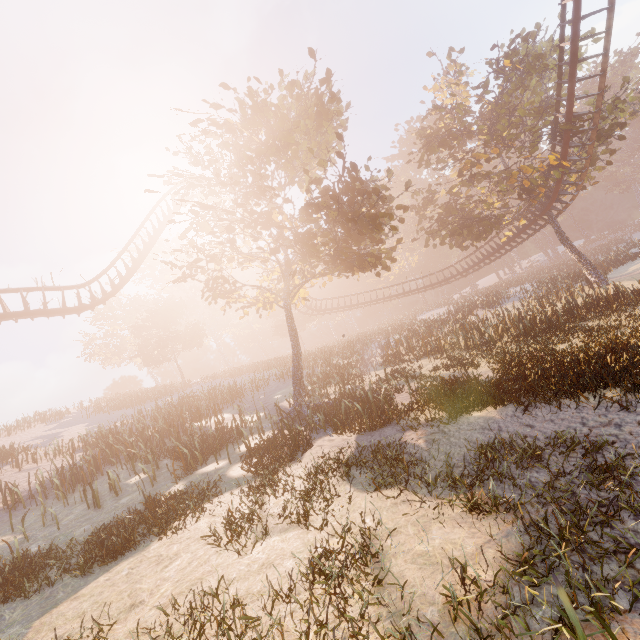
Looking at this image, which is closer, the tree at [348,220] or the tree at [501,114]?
the tree at [348,220]

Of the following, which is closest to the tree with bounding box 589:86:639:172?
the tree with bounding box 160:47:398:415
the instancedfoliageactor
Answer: the tree with bounding box 160:47:398:415

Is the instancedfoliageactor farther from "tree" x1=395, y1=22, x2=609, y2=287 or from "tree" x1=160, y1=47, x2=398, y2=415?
"tree" x1=160, y1=47, x2=398, y2=415

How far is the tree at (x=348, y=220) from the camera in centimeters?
1212cm

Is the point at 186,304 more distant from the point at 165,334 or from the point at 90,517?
the point at 90,517
